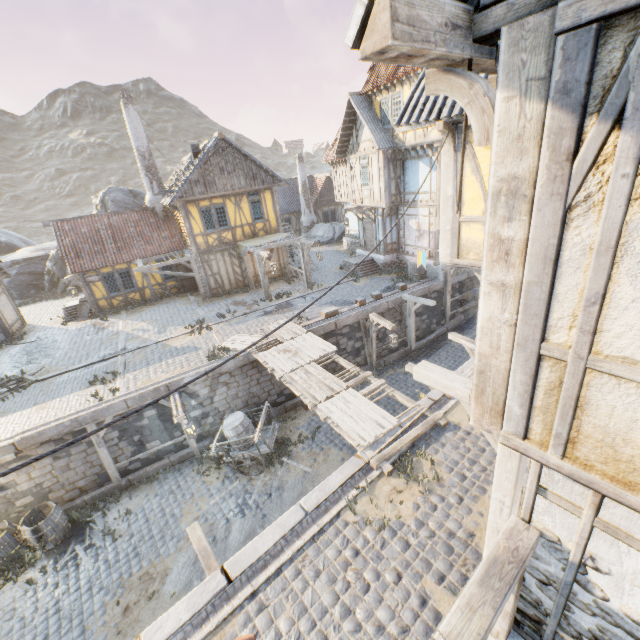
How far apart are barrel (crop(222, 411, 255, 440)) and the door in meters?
12.3

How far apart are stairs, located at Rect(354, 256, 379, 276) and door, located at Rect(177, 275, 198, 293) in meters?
9.9

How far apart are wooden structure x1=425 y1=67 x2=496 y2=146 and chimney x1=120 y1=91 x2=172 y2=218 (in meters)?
22.82

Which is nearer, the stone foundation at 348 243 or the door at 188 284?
the door at 188 284

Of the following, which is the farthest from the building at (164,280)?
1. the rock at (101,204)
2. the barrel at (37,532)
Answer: the barrel at (37,532)

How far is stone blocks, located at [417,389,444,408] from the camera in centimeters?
893cm

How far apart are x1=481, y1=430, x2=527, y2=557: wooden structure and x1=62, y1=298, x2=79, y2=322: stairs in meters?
22.5 m

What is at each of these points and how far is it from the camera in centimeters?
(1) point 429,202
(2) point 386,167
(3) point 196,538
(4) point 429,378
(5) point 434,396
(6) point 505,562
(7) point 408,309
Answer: (1) building, 1716cm
(2) building, 1784cm
(3) wooden structure, 683cm
(4) wooden structure, 432cm
(5) stone blocks, 920cm
(6) street light, 289cm
(7) wooden structure, 1636cm
